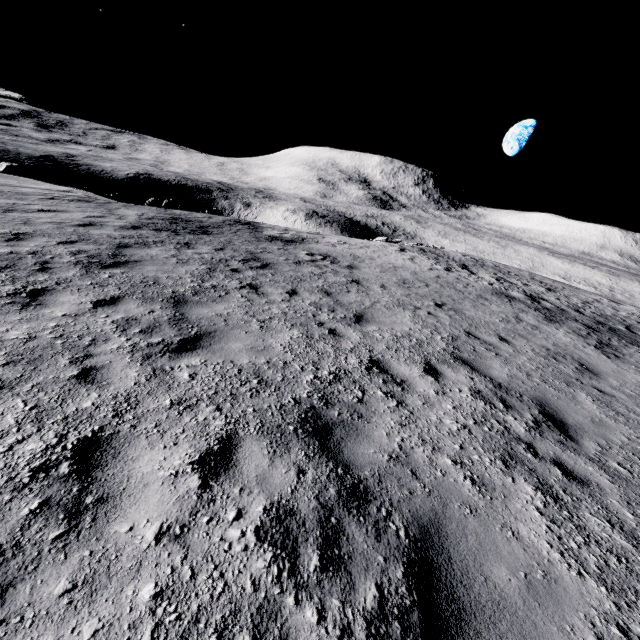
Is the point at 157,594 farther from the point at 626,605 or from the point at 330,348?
the point at 330,348
